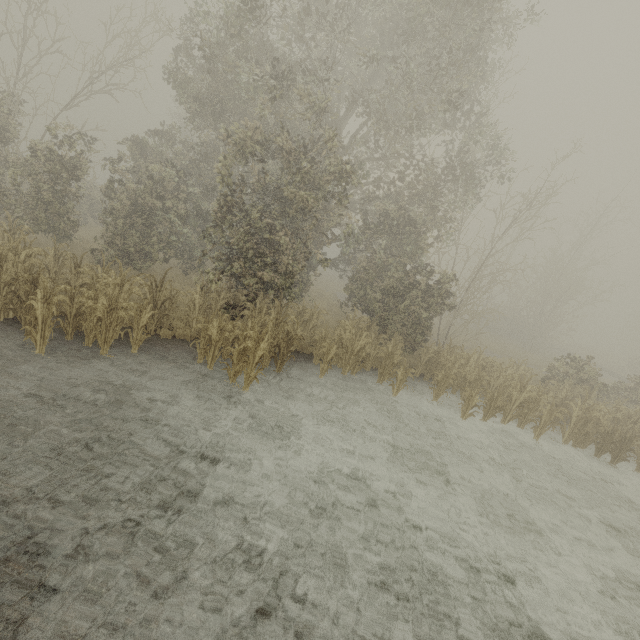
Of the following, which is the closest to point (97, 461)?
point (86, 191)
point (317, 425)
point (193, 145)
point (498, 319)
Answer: point (317, 425)
